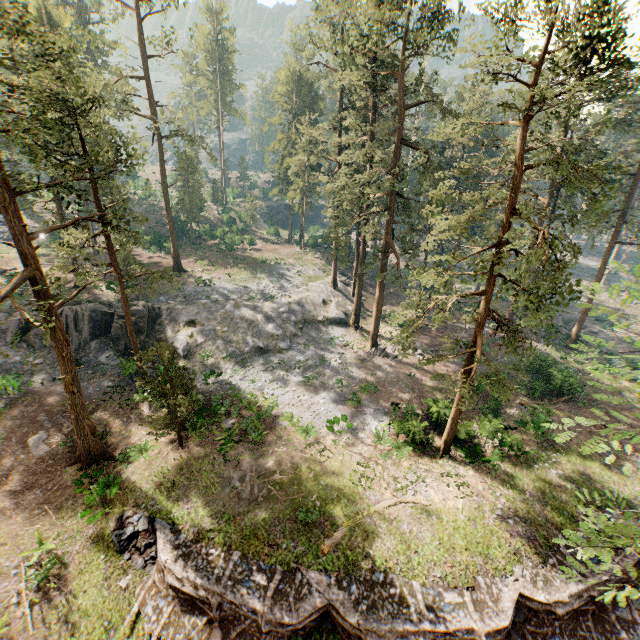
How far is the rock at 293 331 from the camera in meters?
30.1 m

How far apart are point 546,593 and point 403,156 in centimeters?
5582cm

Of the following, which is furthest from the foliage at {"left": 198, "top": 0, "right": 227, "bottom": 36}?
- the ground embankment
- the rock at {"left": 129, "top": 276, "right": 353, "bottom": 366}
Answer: the ground embankment

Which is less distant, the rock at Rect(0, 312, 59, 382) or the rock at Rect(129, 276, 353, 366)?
the rock at Rect(0, 312, 59, 382)

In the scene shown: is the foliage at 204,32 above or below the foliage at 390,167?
above

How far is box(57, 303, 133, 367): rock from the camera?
27.9m

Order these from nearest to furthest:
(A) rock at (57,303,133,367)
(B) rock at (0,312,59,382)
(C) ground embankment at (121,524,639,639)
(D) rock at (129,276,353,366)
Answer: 1. (C) ground embankment at (121,524,639,639)
2. (B) rock at (0,312,59,382)
3. (A) rock at (57,303,133,367)
4. (D) rock at (129,276,353,366)
